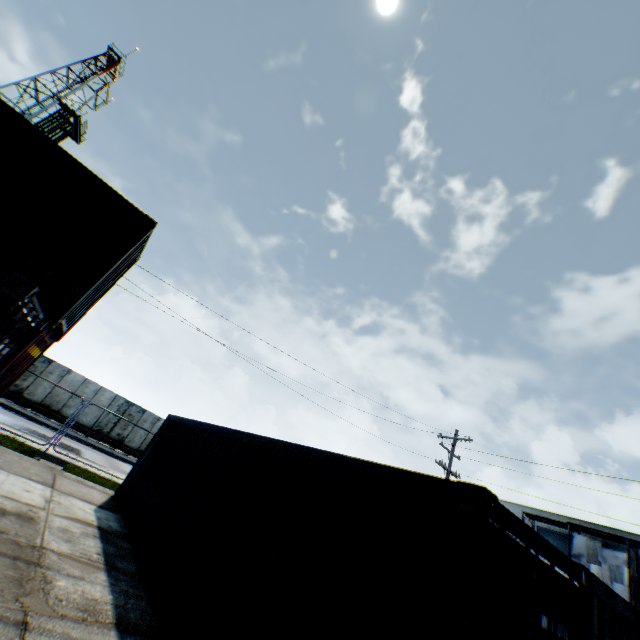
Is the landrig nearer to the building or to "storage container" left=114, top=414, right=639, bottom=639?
"storage container" left=114, top=414, right=639, bottom=639

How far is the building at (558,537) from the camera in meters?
24.5

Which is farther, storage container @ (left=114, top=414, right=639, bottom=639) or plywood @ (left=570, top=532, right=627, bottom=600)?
plywood @ (left=570, top=532, right=627, bottom=600)

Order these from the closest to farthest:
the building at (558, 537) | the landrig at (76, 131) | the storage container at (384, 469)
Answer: the storage container at (384, 469) → the building at (558, 537) → the landrig at (76, 131)

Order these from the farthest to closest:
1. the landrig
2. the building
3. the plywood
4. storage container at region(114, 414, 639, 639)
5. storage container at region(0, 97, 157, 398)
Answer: the landrig < the building < the plywood < storage container at region(0, 97, 157, 398) < storage container at region(114, 414, 639, 639)

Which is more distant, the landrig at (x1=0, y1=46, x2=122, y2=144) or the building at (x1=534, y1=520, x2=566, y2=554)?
the landrig at (x1=0, y1=46, x2=122, y2=144)

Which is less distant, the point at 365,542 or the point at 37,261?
the point at 365,542

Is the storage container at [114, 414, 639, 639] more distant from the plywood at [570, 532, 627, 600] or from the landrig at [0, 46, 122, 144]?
the landrig at [0, 46, 122, 144]
